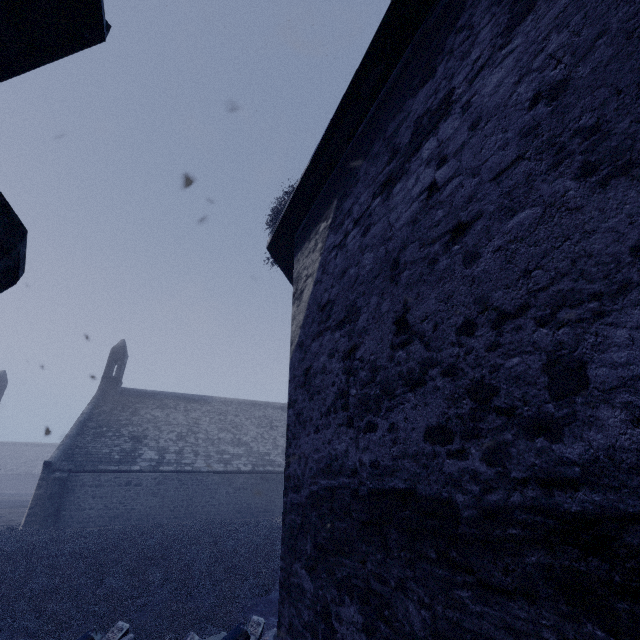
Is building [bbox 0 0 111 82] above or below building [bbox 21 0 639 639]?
above

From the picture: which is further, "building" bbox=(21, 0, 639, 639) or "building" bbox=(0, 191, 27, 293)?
"building" bbox=(0, 191, 27, 293)

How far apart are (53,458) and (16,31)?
21.7m

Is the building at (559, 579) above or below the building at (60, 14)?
below

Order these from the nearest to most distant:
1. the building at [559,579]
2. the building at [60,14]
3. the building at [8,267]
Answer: the building at [559,579]
the building at [8,267]
the building at [60,14]
